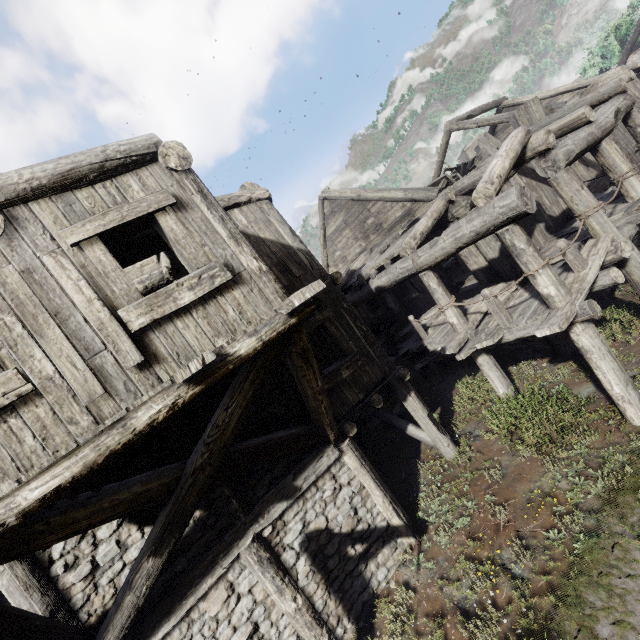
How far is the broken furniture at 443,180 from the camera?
10.86m

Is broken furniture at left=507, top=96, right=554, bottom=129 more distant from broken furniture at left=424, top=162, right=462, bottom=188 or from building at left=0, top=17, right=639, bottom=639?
broken furniture at left=424, top=162, right=462, bottom=188

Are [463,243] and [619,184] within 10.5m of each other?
yes

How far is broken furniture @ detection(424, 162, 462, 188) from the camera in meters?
10.9

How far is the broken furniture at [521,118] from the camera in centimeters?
1133cm

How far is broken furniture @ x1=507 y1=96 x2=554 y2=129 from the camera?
11.33m

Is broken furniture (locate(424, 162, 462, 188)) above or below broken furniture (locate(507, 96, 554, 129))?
below
